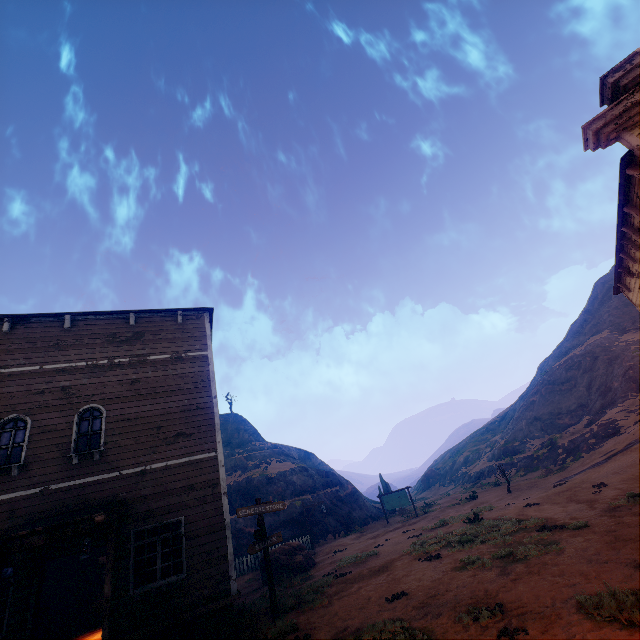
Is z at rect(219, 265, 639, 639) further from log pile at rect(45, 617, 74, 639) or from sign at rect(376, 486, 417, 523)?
log pile at rect(45, 617, 74, 639)

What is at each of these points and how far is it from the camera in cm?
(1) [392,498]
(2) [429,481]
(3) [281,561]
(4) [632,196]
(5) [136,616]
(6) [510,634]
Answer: (1) sign, 2738
(2) instancedfoliageactor, 5431
(3) instancedfoliageactor, 1606
(4) building, 806
(5) building, 848
(6) z, 519

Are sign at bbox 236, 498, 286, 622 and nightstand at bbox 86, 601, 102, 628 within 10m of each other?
yes

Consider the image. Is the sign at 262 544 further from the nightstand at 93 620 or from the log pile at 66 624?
the log pile at 66 624

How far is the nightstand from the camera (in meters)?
12.13

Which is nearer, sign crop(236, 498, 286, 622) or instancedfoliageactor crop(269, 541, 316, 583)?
sign crop(236, 498, 286, 622)

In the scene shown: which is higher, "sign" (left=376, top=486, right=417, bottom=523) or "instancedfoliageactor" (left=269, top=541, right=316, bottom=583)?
"sign" (left=376, top=486, right=417, bottom=523)

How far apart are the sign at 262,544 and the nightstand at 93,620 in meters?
7.2 m
